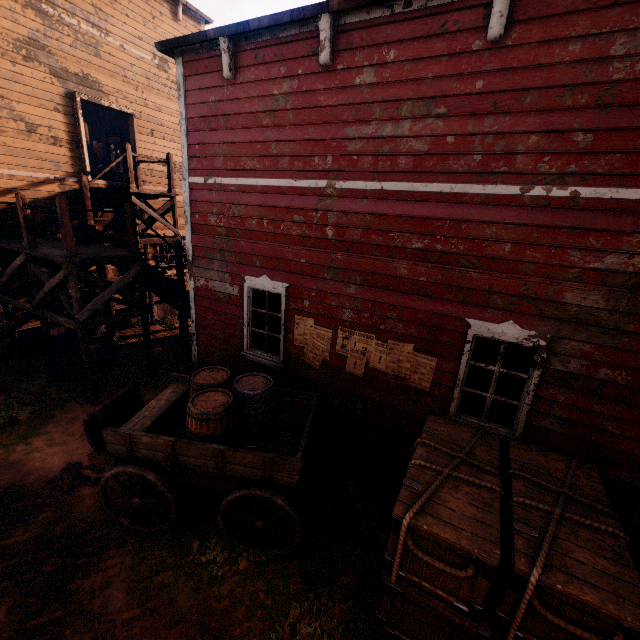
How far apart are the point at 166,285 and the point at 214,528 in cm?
624

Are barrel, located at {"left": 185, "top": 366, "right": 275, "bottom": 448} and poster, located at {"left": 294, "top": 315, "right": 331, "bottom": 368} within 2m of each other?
yes

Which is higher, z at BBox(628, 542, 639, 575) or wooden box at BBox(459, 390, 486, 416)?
wooden box at BBox(459, 390, 486, 416)

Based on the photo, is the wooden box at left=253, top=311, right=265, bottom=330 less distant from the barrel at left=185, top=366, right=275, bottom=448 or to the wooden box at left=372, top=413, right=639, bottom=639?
the barrel at left=185, top=366, right=275, bottom=448

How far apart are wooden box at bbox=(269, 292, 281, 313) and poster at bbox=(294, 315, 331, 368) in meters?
0.5 m

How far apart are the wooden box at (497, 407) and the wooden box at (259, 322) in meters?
3.4 m

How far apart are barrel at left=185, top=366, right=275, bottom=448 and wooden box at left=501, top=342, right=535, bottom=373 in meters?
3.0 m

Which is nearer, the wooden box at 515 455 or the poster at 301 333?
the wooden box at 515 455
